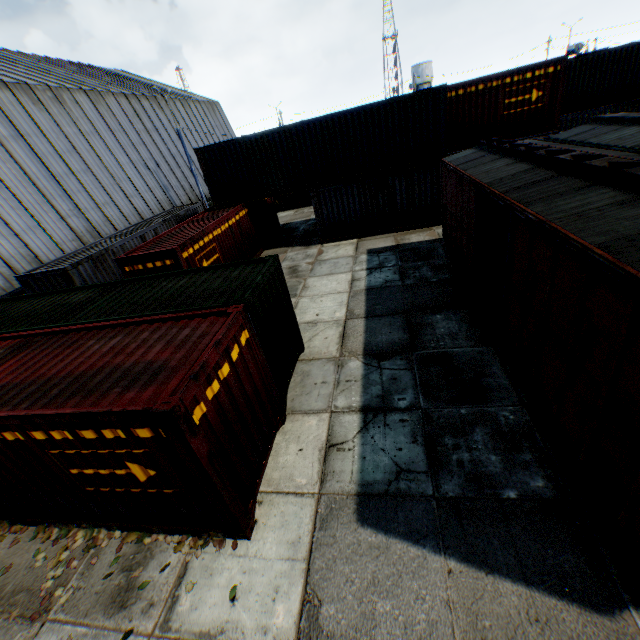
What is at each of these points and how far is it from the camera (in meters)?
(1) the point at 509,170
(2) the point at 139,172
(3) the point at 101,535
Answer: (1) train, 7.93
(2) building, 25.22
(3) leaf decal, 5.87

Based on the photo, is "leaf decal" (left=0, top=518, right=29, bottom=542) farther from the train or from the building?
the train

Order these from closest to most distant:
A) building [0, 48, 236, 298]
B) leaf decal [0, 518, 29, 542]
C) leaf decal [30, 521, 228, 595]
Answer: leaf decal [30, 521, 228, 595], leaf decal [0, 518, 29, 542], building [0, 48, 236, 298]

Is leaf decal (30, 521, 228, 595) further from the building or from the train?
the building

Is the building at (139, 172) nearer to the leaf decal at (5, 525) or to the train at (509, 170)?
the leaf decal at (5, 525)

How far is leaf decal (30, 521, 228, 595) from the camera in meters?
5.3 m

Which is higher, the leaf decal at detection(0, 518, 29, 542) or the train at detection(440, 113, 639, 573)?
the train at detection(440, 113, 639, 573)

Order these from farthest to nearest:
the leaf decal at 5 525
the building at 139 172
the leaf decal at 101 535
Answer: the building at 139 172, the leaf decal at 5 525, the leaf decal at 101 535
